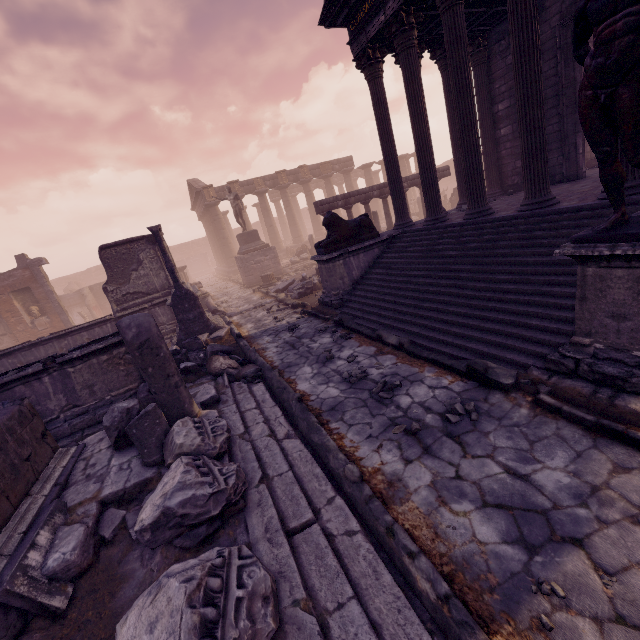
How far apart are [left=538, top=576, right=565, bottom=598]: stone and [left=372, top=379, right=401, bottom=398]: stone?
2.66m

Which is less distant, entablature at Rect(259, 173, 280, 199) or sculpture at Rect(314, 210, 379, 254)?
sculpture at Rect(314, 210, 379, 254)

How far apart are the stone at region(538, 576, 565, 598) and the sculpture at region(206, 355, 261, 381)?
5.4 meters

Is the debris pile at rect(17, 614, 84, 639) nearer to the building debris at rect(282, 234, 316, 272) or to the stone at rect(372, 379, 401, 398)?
the stone at rect(372, 379, 401, 398)

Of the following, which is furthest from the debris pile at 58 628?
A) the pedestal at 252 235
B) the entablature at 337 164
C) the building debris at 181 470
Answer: the entablature at 337 164

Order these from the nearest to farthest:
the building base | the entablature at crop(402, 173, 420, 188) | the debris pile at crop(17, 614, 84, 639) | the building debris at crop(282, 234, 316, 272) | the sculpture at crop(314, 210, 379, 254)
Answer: the debris pile at crop(17, 614, 84, 639)
the sculpture at crop(314, 210, 379, 254)
the entablature at crop(402, 173, 420, 188)
the building debris at crop(282, 234, 316, 272)
the building base

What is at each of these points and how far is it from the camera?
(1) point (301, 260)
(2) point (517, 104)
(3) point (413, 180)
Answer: (1) building debris, 22.11m
(2) building, 6.11m
(3) entablature, 15.74m

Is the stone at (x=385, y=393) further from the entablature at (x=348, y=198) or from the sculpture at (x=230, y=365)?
the entablature at (x=348, y=198)
